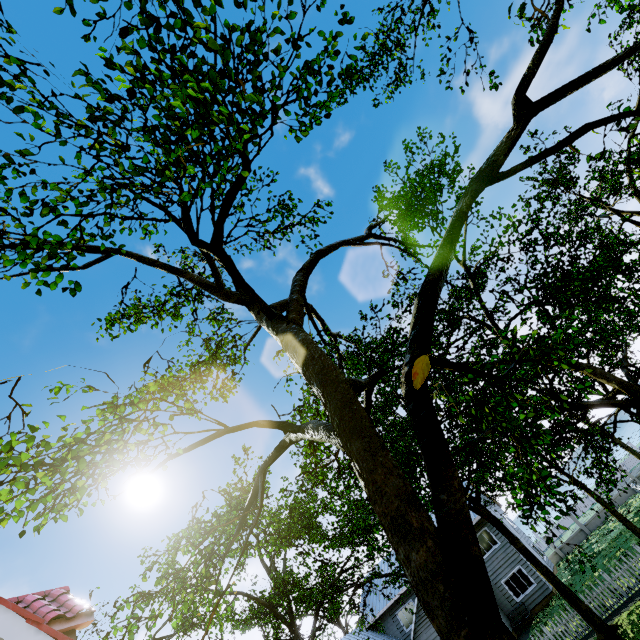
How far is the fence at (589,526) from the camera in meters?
30.9

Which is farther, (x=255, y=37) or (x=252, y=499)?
(x=252, y=499)

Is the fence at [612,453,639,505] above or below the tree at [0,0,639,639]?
below

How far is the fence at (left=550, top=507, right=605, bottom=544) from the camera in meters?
30.9

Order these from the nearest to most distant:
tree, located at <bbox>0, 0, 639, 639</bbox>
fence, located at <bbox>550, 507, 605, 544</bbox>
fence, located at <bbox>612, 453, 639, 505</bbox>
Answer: tree, located at <bbox>0, 0, 639, 639</bbox>
fence, located at <bbox>612, 453, 639, 505</bbox>
fence, located at <bbox>550, 507, 605, 544</bbox>

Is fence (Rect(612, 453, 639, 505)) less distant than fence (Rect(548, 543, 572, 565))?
Yes
